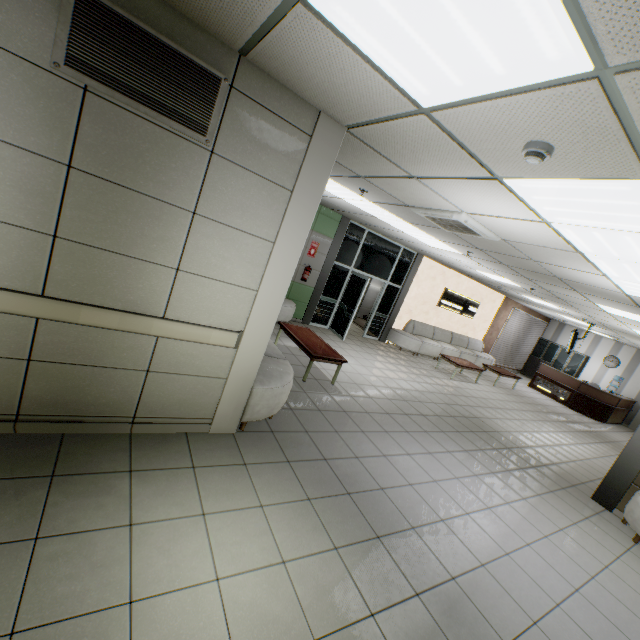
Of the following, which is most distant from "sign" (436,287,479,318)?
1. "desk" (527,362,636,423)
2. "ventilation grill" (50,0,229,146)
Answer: "ventilation grill" (50,0,229,146)

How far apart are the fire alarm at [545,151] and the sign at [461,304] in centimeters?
1045cm

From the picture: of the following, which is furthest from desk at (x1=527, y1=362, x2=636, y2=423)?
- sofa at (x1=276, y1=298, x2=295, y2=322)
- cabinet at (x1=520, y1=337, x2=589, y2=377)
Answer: sofa at (x1=276, y1=298, x2=295, y2=322)

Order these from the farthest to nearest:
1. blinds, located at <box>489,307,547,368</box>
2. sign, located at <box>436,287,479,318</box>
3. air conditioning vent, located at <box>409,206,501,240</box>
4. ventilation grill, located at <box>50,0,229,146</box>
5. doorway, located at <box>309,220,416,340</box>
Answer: blinds, located at <box>489,307,547,368</box>, sign, located at <box>436,287,479,318</box>, doorway, located at <box>309,220,416,340</box>, air conditioning vent, located at <box>409,206,501,240</box>, ventilation grill, located at <box>50,0,229,146</box>

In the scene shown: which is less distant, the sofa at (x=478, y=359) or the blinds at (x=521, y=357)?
the sofa at (x=478, y=359)

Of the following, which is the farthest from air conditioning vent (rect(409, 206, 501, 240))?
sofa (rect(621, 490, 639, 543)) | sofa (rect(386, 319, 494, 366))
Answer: sofa (rect(386, 319, 494, 366))

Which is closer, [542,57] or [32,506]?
[542,57]

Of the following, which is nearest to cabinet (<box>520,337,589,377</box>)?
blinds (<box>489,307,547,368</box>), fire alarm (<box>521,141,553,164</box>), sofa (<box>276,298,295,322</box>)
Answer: blinds (<box>489,307,547,368</box>)
